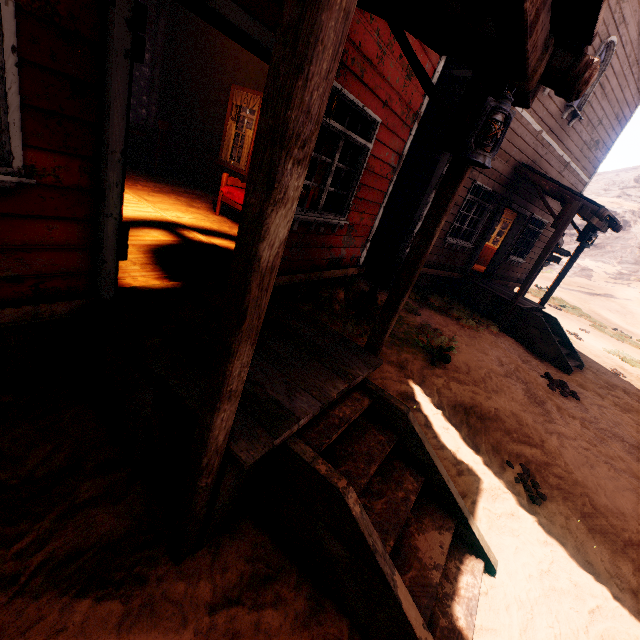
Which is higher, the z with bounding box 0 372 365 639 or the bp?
the bp

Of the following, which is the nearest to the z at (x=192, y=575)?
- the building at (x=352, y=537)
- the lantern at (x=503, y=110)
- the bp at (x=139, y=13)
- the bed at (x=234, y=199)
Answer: the building at (x=352, y=537)

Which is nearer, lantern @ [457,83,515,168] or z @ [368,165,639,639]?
lantern @ [457,83,515,168]

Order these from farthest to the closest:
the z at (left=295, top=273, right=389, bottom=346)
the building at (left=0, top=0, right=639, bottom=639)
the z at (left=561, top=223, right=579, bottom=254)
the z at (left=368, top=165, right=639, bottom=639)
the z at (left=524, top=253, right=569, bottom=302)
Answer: the z at (left=561, top=223, right=579, bottom=254), the z at (left=524, top=253, right=569, bottom=302), the z at (left=295, top=273, right=389, bottom=346), the z at (left=368, top=165, right=639, bottom=639), the building at (left=0, top=0, right=639, bottom=639)

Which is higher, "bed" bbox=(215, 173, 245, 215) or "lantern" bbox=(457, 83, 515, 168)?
"lantern" bbox=(457, 83, 515, 168)

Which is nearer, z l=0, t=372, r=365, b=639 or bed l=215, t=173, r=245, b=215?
z l=0, t=372, r=365, b=639

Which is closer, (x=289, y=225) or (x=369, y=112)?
(x=289, y=225)

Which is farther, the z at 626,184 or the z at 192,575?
the z at 626,184
